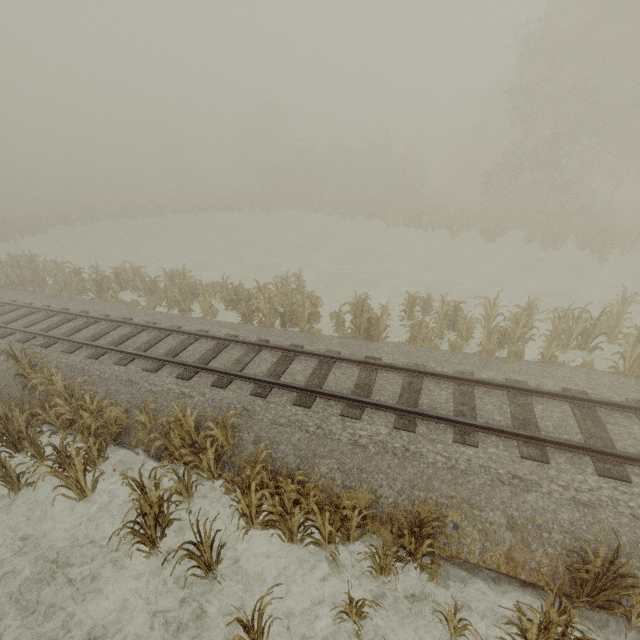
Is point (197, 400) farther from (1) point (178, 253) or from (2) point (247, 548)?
(1) point (178, 253)

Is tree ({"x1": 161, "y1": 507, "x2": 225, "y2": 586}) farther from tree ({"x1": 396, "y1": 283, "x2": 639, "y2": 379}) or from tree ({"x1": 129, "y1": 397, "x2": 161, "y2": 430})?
tree ({"x1": 396, "y1": 283, "x2": 639, "y2": 379})

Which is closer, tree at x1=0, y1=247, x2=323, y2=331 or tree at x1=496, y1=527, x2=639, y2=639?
tree at x1=496, y1=527, x2=639, y2=639

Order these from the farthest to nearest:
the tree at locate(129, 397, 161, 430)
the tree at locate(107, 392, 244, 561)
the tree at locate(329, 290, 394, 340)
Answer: the tree at locate(329, 290, 394, 340)
the tree at locate(129, 397, 161, 430)
the tree at locate(107, 392, 244, 561)

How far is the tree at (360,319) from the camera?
11.0 meters

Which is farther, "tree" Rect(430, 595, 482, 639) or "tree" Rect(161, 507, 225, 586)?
"tree" Rect(161, 507, 225, 586)

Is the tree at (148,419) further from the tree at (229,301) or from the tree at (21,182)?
the tree at (21,182)

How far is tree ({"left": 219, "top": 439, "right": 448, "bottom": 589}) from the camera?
5.0 meters
